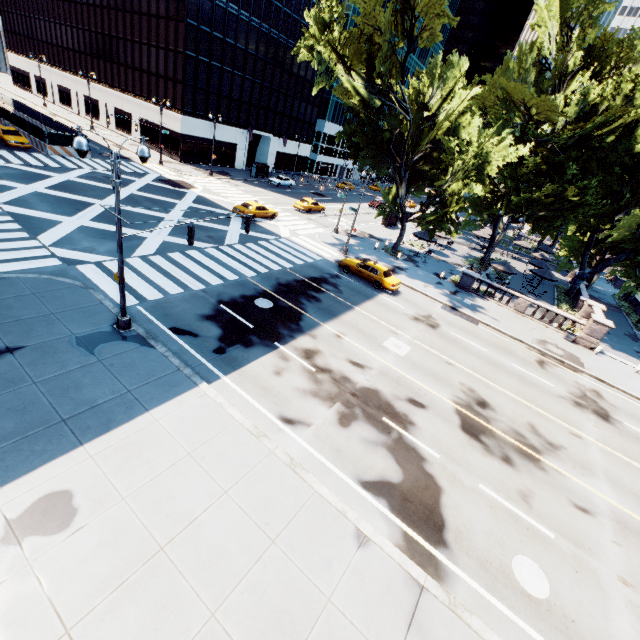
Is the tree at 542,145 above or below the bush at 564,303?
above

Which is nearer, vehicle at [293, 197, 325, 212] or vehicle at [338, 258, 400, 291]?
vehicle at [338, 258, 400, 291]

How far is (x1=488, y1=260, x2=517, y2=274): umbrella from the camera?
31.8m

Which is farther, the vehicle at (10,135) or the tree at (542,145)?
the vehicle at (10,135)

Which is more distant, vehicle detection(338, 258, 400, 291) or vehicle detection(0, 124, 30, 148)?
vehicle detection(0, 124, 30, 148)

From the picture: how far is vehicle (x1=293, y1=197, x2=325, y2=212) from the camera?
40.0 meters

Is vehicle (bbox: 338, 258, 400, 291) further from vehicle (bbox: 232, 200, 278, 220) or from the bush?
the bush

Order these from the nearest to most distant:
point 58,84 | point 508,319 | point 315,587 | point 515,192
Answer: point 315,587 < point 508,319 < point 515,192 < point 58,84
